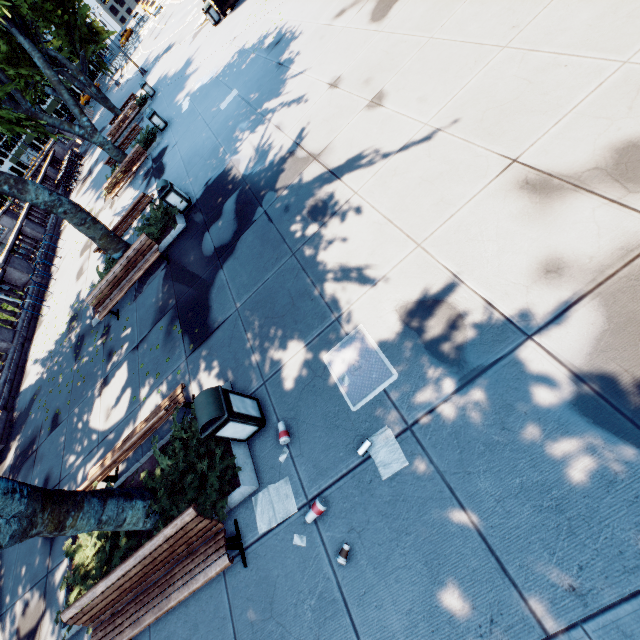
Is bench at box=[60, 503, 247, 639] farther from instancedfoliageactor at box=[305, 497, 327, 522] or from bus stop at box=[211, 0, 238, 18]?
bus stop at box=[211, 0, 238, 18]

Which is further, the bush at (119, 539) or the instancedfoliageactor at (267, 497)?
the bush at (119, 539)

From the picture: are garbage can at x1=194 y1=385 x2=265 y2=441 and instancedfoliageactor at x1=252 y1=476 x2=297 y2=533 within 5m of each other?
yes

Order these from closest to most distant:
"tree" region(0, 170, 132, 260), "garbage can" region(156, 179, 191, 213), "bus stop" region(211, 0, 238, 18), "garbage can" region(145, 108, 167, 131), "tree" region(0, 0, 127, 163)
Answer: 1. "tree" region(0, 170, 132, 260)
2. "garbage can" region(156, 179, 191, 213)
3. "tree" region(0, 0, 127, 163)
4. "garbage can" region(145, 108, 167, 131)
5. "bus stop" region(211, 0, 238, 18)

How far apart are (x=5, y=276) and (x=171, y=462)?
19.27m

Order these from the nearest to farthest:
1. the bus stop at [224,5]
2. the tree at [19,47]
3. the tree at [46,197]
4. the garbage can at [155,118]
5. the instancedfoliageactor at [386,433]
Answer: the instancedfoliageactor at [386,433] < the tree at [46,197] < the tree at [19,47] < the garbage can at [155,118] < the bus stop at [224,5]

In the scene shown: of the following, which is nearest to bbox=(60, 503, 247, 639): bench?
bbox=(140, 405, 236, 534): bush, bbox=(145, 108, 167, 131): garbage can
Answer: bbox=(140, 405, 236, 534): bush

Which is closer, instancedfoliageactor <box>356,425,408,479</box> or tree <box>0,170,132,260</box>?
instancedfoliageactor <box>356,425,408,479</box>
